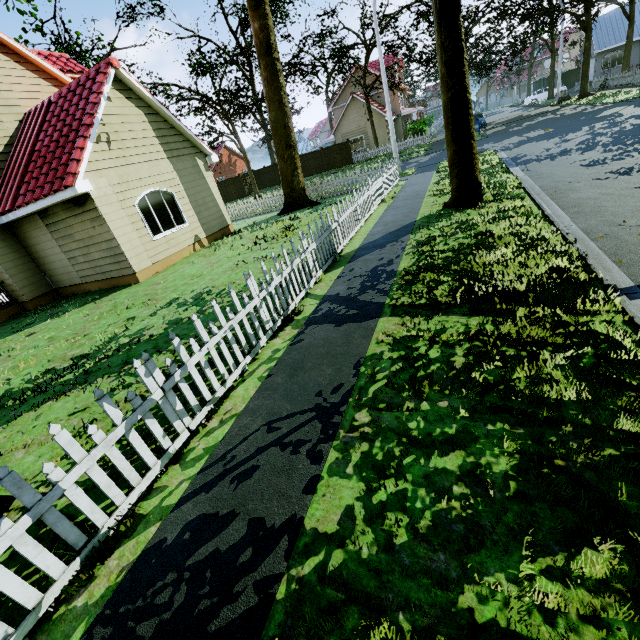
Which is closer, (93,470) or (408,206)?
(93,470)

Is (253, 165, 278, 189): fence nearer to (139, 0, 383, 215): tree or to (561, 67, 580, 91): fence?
(561, 67, 580, 91): fence

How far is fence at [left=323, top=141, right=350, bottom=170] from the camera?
33.84m

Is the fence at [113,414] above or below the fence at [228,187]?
below

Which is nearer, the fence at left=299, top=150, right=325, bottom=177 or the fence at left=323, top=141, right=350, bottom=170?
the fence at left=323, top=141, right=350, bottom=170

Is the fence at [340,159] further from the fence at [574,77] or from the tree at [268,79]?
the tree at [268,79]
